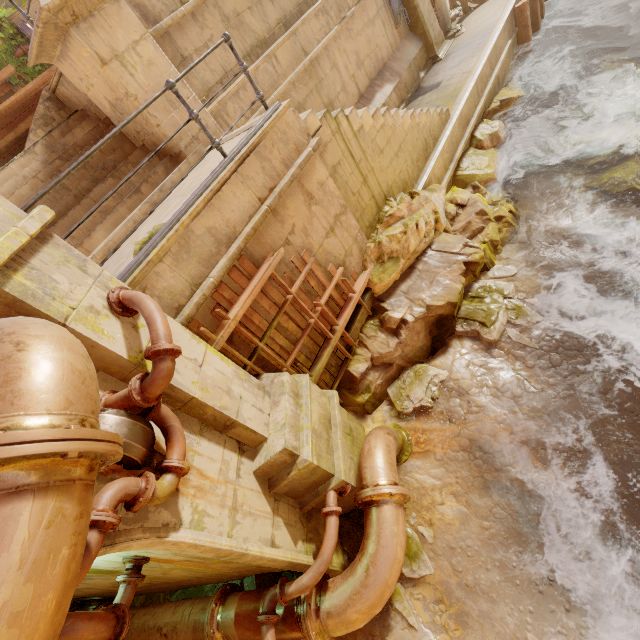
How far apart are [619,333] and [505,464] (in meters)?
3.02

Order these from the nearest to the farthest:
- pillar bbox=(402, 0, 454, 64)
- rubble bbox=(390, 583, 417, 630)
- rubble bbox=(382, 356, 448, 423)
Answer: rubble bbox=(390, 583, 417, 630) < rubble bbox=(382, 356, 448, 423) < pillar bbox=(402, 0, 454, 64)

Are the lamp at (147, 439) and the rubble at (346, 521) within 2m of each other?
no

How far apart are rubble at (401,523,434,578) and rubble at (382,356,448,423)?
0.9 meters

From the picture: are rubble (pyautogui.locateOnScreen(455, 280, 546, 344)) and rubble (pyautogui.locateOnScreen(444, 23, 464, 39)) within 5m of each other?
no

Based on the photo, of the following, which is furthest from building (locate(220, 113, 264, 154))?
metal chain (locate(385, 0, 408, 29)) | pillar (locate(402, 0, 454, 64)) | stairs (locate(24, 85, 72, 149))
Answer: metal chain (locate(385, 0, 408, 29))

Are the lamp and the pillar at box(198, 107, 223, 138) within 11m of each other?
yes

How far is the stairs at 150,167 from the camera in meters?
5.2
